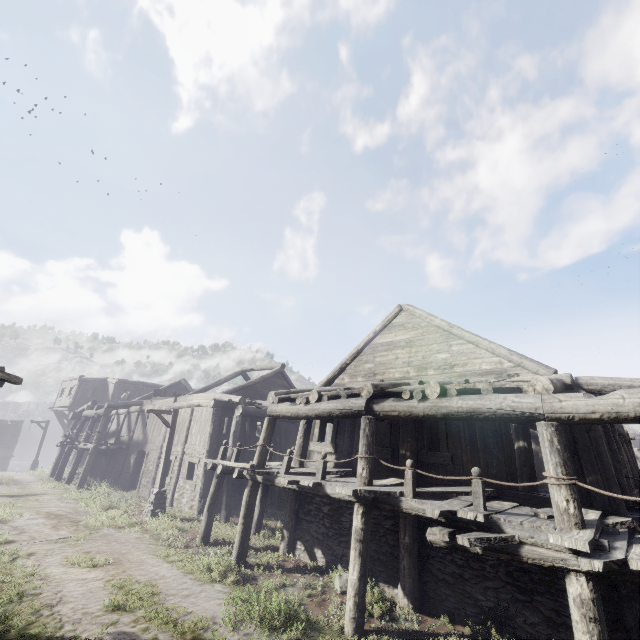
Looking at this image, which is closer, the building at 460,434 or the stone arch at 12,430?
the building at 460,434

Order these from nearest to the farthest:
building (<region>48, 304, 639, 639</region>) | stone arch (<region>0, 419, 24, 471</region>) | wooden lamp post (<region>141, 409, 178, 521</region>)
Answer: building (<region>48, 304, 639, 639</region>)
wooden lamp post (<region>141, 409, 178, 521</region>)
stone arch (<region>0, 419, 24, 471</region>)

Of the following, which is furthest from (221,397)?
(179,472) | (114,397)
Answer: (114,397)

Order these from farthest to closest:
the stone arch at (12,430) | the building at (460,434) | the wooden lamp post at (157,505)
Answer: the stone arch at (12,430) < the wooden lamp post at (157,505) < the building at (460,434)

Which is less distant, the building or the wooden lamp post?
the building

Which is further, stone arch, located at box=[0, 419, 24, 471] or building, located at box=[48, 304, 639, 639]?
stone arch, located at box=[0, 419, 24, 471]

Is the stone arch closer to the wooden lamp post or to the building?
the building

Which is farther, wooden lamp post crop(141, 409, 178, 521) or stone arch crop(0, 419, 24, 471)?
stone arch crop(0, 419, 24, 471)
